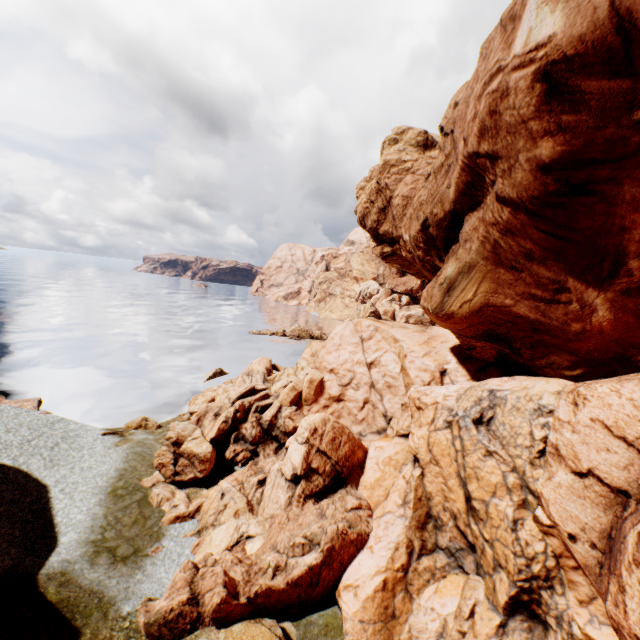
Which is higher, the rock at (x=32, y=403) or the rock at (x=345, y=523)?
the rock at (x=345, y=523)

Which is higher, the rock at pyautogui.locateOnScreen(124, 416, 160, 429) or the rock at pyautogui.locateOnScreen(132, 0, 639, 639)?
the rock at pyautogui.locateOnScreen(132, 0, 639, 639)

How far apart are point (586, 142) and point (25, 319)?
72.6m

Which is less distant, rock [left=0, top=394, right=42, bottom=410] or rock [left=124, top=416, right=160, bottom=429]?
rock [left=124, top=416, right=160, bottom=429]

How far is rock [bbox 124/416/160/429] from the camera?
24.7 meters

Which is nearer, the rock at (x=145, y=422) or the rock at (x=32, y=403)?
the rock at (x=145, y=422)

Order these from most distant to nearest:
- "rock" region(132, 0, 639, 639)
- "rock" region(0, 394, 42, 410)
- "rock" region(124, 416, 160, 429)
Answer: "rock" region(0, 394, 42, 410), "rock" region(124, 416, 160, 429), "rock" region(132, 0, 639, 639)
